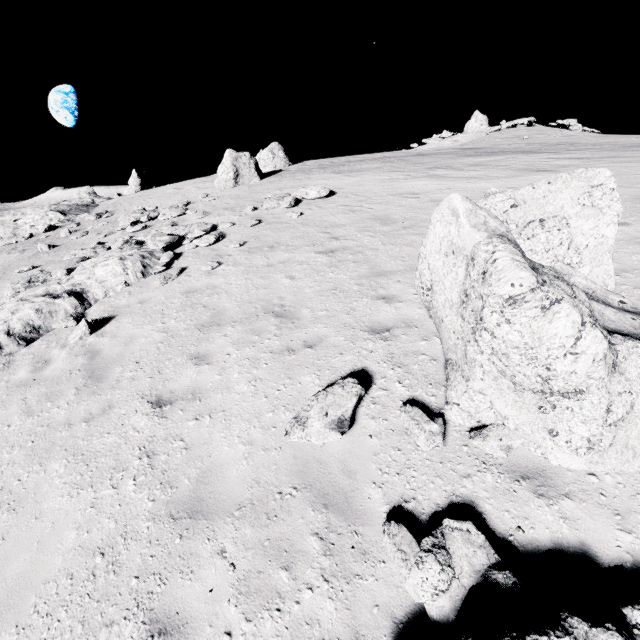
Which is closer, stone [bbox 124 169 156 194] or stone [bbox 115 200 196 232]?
stone [bbox 115 200 196 232]

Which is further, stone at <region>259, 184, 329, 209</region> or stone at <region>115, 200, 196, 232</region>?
stone at <region>115, 200, 196, 232</region>

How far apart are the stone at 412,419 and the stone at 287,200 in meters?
12.0 m

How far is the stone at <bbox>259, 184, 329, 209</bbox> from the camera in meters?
14.8

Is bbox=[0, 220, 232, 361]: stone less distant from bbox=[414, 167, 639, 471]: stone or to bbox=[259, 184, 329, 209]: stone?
bbox=[259, 184, 329, 209]: stone

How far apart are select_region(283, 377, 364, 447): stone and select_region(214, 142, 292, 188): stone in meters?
20.6 m

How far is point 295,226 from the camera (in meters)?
12.34

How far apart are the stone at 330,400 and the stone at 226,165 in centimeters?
2064cm
